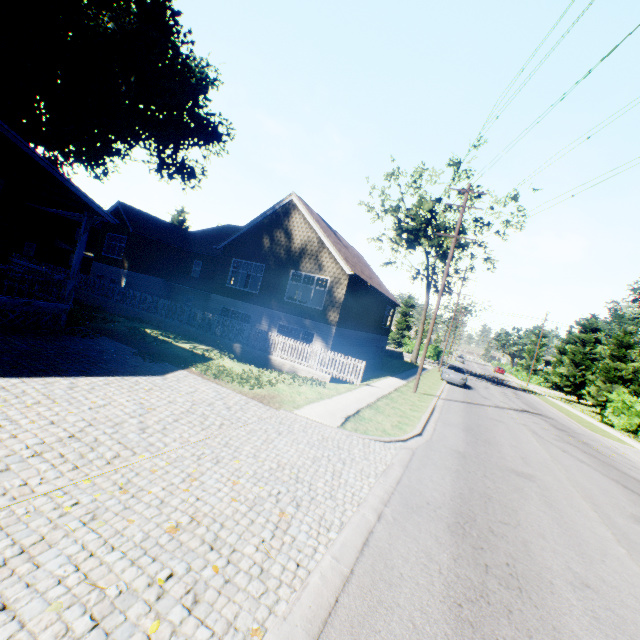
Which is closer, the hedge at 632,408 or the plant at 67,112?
the plant at 67,112

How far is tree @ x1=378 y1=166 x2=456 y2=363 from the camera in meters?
34.1 m

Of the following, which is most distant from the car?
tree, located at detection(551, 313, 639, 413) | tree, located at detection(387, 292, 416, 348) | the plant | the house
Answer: the plant

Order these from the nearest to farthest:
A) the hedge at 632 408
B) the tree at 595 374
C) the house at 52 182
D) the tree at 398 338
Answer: the house at 52 182, the hedge at 632 408, the tree at 595 374, the tree at 398 338

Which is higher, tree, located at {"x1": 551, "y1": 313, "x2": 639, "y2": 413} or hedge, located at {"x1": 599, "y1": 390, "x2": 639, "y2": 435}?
tree, located at {"x1": 551, "y1": 313, "x2": 639, "y2": 413}

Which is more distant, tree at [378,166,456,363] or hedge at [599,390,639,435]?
tree at [378,166,456,363]

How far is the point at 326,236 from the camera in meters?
19.7 m

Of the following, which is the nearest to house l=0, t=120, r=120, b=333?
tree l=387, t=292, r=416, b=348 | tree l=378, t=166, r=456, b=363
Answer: tree l=378, t=166, r=456, b=363
